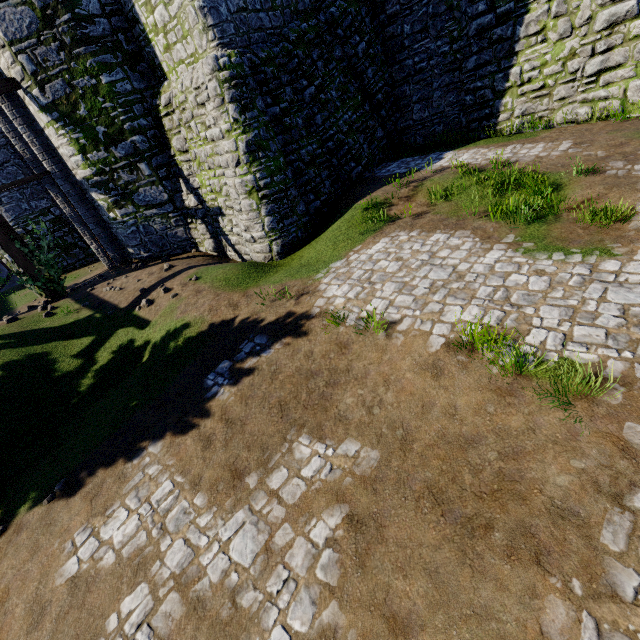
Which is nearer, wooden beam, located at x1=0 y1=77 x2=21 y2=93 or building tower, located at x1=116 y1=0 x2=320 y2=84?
building tower, located at x1=116 y1=0 x2=320 y2=84

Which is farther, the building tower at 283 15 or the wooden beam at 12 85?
the wooden beam at 12 85

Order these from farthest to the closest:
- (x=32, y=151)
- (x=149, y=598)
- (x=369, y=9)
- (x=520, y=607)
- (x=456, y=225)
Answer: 1. (x=32, y=151)
2. (x=369, y=9)
3. (x=456, y=225)
4. (x=149, y=598)
5. (x=520, y=607)
